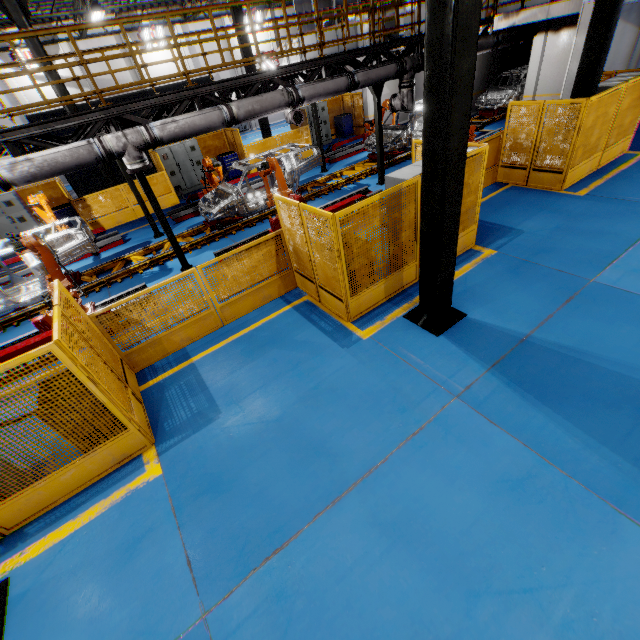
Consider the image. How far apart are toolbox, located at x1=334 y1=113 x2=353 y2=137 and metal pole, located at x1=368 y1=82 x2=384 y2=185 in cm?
964

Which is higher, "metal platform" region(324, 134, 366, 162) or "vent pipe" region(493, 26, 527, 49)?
"vent pipe" region(493, 26, 527, 49)

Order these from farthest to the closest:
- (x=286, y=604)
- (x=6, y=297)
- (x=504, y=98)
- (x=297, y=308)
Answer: (x=504, y=98)
(x=6, y=297)
(x=297, y=308)
(x=286, y=604)

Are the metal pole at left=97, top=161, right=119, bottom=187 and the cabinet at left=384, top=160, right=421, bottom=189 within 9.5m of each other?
no

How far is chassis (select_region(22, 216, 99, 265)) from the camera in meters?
8.6

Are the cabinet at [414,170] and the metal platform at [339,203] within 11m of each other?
yes

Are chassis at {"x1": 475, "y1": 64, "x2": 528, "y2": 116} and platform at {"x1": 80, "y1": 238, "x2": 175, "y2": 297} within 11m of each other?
yes

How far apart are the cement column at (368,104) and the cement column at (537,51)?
7.5m
